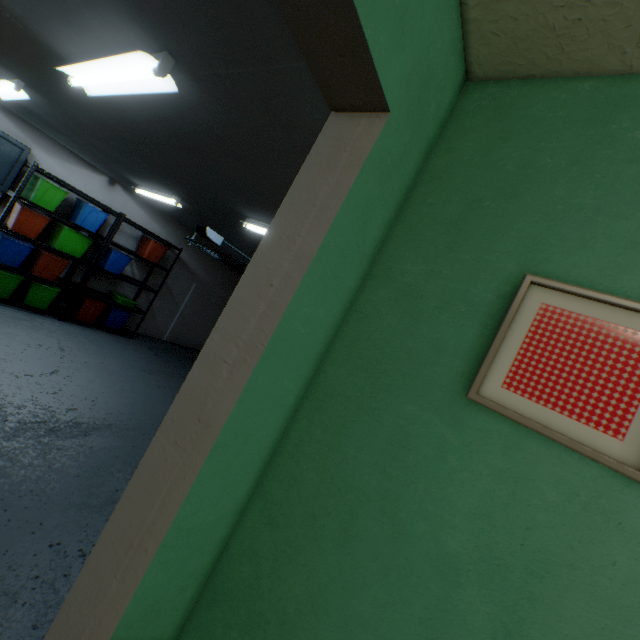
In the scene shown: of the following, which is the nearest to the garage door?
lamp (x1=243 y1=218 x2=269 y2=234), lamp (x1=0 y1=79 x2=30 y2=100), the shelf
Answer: the shelf

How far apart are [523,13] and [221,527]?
1.65m

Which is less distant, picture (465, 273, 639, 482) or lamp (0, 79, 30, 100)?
picture (465, 273, 639, 482)

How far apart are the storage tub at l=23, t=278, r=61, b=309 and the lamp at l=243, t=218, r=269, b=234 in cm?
358

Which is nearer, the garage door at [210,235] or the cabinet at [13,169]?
the cabinet at [13,169]

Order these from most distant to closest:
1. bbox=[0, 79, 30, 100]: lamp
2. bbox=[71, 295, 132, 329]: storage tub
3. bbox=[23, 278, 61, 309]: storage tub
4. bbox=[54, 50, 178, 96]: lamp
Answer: bbox=[71, 295, 132, 329]: storage tub
bbox=[23, 278, 61, 309]: storage tub
bbox=[0, 79, 30, 100]: lamp
bbox=[54, 50, 178, 96]: lamp

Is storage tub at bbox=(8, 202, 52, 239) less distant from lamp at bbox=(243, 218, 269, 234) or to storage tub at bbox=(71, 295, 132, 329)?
storage tub at bbox=(71, 295, 132, 329)

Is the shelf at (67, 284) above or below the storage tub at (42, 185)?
below
